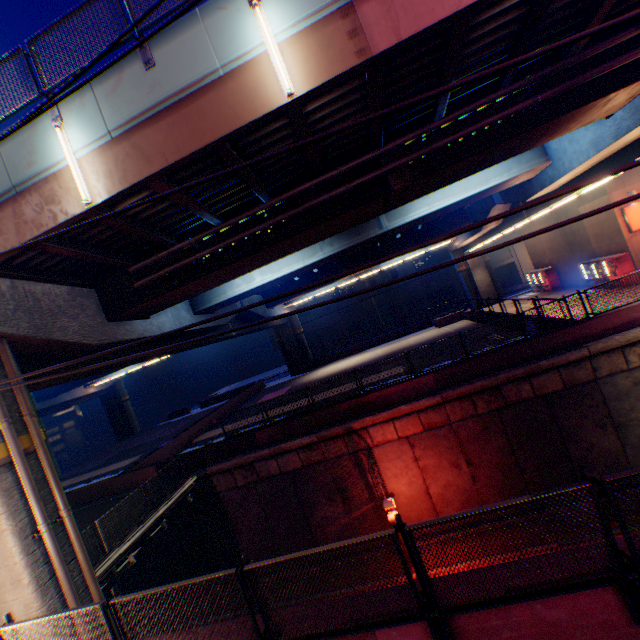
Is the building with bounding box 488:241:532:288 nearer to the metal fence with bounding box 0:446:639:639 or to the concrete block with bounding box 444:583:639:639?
the metal fence with bounding box 0:446:639:639

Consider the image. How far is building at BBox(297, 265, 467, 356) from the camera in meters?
45.6 m

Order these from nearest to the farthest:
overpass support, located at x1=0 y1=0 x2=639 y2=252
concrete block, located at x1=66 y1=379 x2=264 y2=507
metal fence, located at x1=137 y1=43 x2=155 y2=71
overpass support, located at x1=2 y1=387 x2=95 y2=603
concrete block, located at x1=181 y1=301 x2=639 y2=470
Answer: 1. overpass support, located at x1=0 y1=0 x2=639 y2=252
2. metal fence, located at x1=137 y1=43 x2=155 y2=71
3. overpass support, located at x1=2 y1=387 x2=95 y2=603
4. concrete block, located at x1=181 y1=301 x2=639 y2=470
5. concrete block, located at x1=66 y1=379 x2=264 y2=507

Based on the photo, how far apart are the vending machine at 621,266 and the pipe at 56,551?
28.9 meters

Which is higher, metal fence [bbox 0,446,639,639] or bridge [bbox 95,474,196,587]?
metal fence [bbox 0,446,639,639]

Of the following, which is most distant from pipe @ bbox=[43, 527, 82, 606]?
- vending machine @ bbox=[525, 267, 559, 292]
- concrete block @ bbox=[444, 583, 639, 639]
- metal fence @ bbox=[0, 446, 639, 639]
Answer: vending machine @ bbox=[525, 267, 559, 292]

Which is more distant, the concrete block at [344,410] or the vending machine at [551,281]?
the vending machine at [551,281]

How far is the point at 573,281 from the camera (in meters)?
26.08
